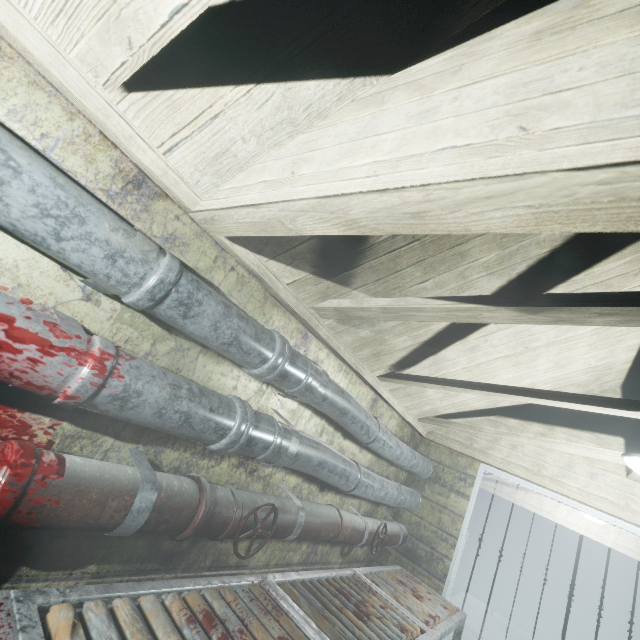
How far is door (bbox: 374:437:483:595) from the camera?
2.9 meters

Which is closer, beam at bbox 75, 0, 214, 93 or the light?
beam at bbox 75, 0, 214, 93

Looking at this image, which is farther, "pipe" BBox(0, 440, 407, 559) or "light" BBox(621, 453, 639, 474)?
"light" BBox(621, 453, 639, 474)

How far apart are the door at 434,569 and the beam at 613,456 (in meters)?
0.44

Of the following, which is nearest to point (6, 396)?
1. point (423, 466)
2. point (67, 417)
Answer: point (67, 417)

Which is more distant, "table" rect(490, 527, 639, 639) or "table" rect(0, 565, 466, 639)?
"table" rect(490, 527, 639, 639)

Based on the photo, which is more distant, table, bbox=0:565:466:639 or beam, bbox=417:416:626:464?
beam, bbox=417:416:626:464

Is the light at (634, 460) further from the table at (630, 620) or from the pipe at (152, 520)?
the table at (630, 620)
